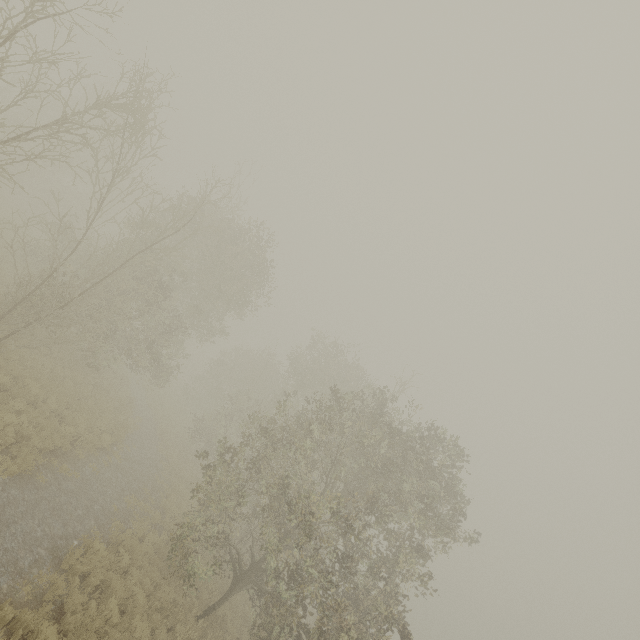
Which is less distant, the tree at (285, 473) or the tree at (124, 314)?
the tree at (124, 314)

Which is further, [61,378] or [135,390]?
[135,390]

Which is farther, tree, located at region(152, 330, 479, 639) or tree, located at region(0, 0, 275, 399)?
tree, located at region(152, 330, 479, 639)
